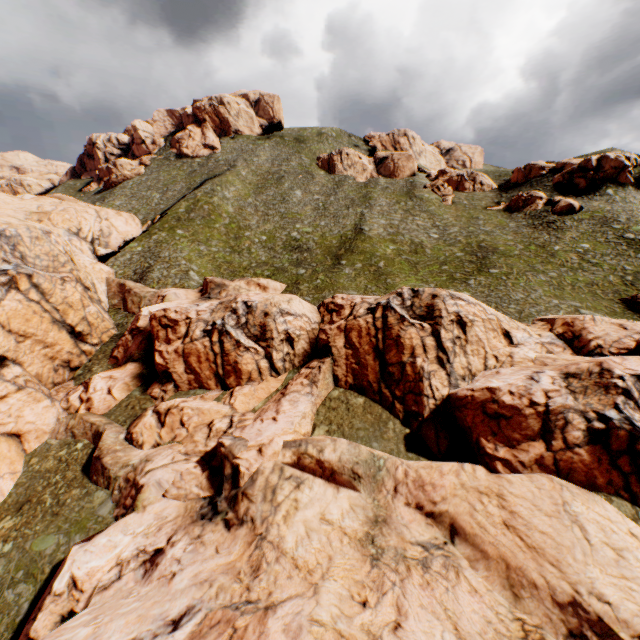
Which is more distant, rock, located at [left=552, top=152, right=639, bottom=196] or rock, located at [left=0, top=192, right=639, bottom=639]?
rock, located at [left=552, top=152, right=639, bottom=196]

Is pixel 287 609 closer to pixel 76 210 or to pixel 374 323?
pixel 374 323

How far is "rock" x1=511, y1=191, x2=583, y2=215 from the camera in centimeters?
5138cm

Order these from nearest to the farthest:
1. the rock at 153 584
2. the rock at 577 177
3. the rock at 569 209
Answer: the rock at 153 584 → the rock at 569 209 → the rock at 577 177

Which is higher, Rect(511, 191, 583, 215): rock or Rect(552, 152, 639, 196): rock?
Rect(552, 152, 639, 196): rock

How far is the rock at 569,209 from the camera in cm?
5138

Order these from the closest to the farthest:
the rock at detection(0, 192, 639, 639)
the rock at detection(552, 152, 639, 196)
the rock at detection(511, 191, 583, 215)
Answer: the rock at detection(0, 192, 639, 639)
the rock at detection(511, 191, 583, 215)
the rock at detection(552, 152, 639, 196)
